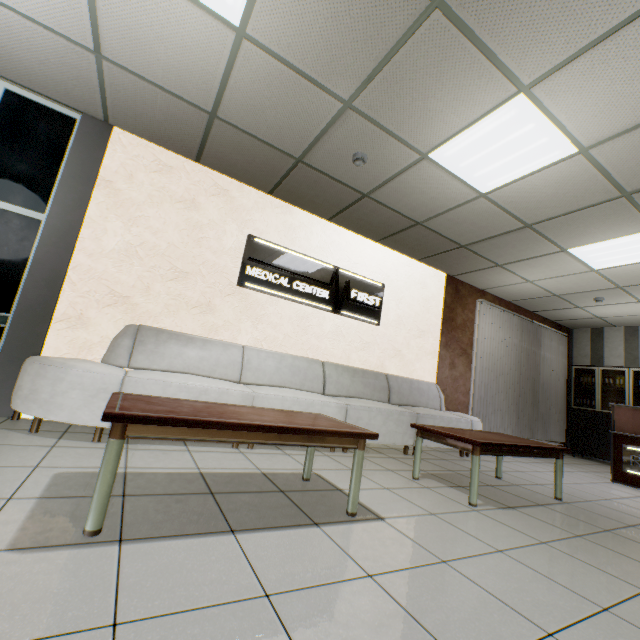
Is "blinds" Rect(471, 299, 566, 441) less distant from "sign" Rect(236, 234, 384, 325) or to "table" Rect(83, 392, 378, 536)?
"sign" Rect(236, 234, 384, 325)

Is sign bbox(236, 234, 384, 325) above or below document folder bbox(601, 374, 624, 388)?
above

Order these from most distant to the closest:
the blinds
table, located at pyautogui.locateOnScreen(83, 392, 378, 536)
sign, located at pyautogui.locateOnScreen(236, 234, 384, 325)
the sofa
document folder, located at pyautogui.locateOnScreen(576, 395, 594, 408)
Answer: document folder, located at pyautogui.locateOnScreen(576, 395, 594, 408) < the blinds < sign, located at pyautogui.locateOnScreen(236, 234, 384, 325) < the sofa < table, located at pyautogui.locateOnScreen(83, 392, 378, 536)

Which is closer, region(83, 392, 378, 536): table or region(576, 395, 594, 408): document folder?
region(83, 392, 378, 536): table

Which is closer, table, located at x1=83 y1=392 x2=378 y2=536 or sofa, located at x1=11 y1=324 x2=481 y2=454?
table, located at x1=83 y1=392 x2=378 y2=536

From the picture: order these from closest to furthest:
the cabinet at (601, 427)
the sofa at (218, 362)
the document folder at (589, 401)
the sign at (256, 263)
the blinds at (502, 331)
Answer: the sofa at (218, 362)
the sign at (256, 263)
the blinds at (502, 331)
the cabinet at (601, 427)
the document folder at (589, 401)

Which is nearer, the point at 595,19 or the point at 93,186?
the point at 595,19

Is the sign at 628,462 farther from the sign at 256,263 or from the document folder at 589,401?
the sign at 256,263
